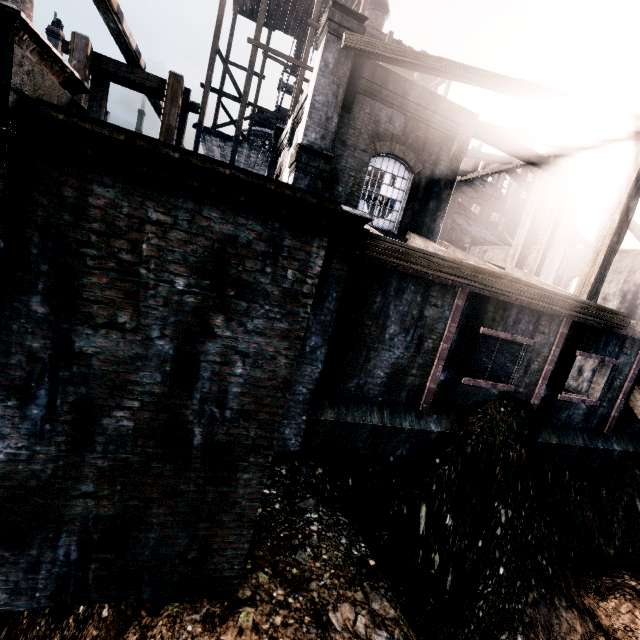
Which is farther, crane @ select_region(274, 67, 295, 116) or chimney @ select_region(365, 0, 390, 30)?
chimney @ select_region(365, 0, 390, 30)

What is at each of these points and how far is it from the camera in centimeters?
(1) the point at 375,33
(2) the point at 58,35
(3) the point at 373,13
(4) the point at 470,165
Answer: (1) wooden scaffolding, 2453cm
(2) chimney, 4062cm
(3) chimney, 4641cm
(4) chimney, 5666cm

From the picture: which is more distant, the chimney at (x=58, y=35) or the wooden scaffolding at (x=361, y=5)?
the chimney at (x=58, y=35)

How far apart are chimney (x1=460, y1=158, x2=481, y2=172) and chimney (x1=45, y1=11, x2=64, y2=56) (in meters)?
61.93

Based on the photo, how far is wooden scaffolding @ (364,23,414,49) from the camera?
24.3 meters

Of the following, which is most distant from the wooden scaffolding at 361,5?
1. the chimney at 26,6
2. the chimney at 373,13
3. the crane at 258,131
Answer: the chimney at 26,6

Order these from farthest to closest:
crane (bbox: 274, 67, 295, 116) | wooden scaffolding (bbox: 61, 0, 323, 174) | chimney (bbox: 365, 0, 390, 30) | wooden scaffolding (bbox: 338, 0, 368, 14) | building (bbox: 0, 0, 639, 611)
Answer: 1. chimney (bbox: 365, 0, 390, 30)
2. crane (bbox: 274, 67, 295, 116)
3. wooden scaffolding (bbox: 338, 0, 368, 14)
4. wooden scaffolding (bbox: 61, 0, 323, 174)
5. building (bbox: 0, 0, 639, 611)

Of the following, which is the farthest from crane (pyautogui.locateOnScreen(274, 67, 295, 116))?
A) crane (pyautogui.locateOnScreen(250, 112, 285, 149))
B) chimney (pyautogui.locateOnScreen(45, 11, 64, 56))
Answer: chimney (pyautogui.locateOnScreen(45, 11, 64, 56))
